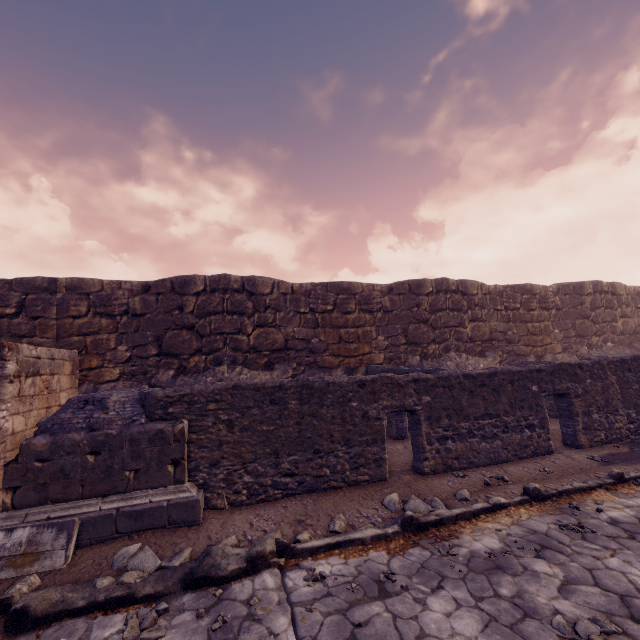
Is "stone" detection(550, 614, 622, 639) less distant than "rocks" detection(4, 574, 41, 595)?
Yes

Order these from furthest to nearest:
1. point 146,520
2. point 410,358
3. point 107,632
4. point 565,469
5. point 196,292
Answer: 1. point 410,358
2. point 196,292
3. point 565,469
4. point 146,520
5. point 107,632

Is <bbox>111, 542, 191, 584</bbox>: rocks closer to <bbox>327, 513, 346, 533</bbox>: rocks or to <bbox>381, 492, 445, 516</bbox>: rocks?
<bbox>327, 513, 346, 533</bbox>: rocks

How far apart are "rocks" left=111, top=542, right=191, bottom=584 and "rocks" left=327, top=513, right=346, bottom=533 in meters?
1.8

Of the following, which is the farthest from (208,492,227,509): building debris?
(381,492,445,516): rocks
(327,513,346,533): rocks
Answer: (381,492,445,516): rocks

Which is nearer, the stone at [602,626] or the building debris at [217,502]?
the stone at [602,626]

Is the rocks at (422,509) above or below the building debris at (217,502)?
below

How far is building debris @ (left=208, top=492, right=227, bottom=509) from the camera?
5.0m
